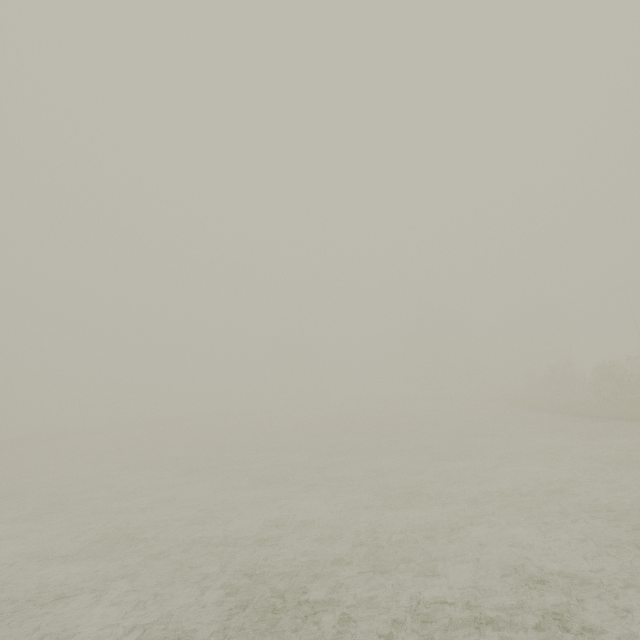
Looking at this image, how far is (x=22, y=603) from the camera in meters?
5.7 m
